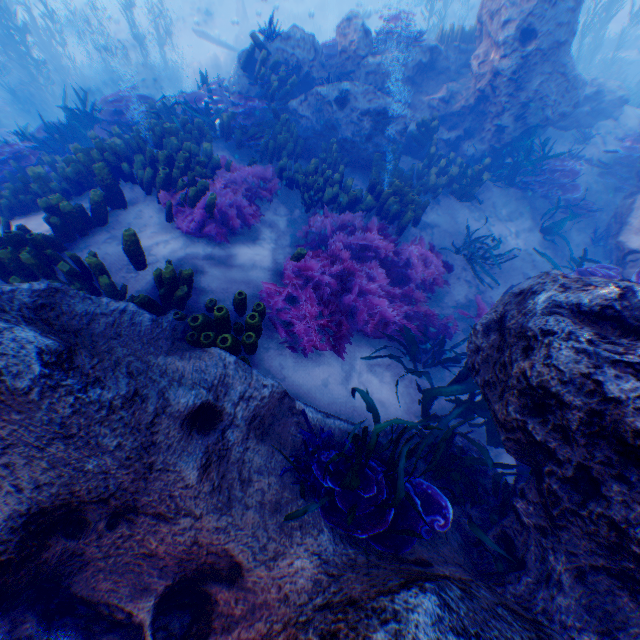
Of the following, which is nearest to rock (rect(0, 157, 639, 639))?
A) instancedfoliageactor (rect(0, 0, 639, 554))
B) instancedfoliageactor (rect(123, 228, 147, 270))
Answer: instancedfoliageactor (rect(0, 0, 639, 554))

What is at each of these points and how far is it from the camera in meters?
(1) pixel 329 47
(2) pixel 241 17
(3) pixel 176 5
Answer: (1) instancedfoliageactor, 9.1 m
(2) plane, 23.4 m
(3) rock, 30.3 m

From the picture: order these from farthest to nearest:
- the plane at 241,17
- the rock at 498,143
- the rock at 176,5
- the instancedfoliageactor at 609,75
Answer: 1. the rock at 176,5
2. the plane at 241,17
3. the instancedfoliageactor at 609,75
4. the rock at 498,143

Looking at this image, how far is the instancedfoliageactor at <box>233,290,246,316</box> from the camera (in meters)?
3.79

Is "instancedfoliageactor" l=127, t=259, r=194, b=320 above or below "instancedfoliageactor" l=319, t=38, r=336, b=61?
below

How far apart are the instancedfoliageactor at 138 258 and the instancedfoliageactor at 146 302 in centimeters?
36cm

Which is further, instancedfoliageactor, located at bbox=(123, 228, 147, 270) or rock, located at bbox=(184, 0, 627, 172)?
rock, located at bbox=(184, 0, 627, 172)
